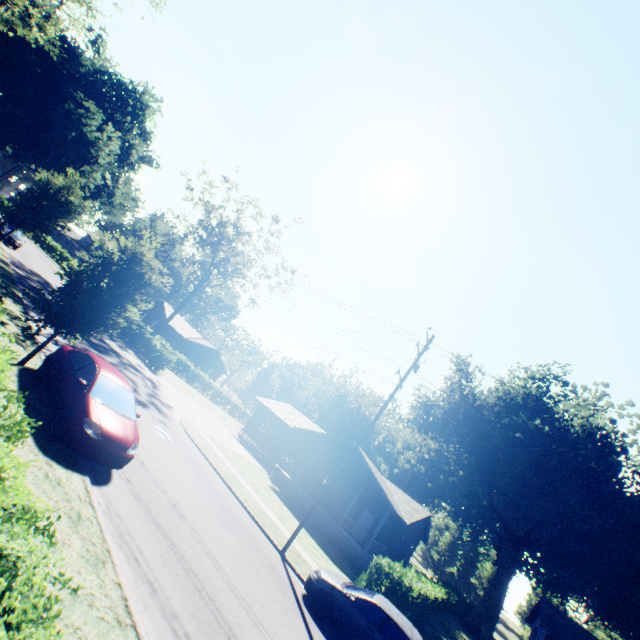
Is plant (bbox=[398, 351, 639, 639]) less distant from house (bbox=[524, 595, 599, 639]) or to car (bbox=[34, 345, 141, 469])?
car (bbox=[34, 345, 141, 469])

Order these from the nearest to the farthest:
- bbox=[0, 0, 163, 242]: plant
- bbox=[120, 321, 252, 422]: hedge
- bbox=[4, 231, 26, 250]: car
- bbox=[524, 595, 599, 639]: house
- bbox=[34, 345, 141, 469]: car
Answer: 1. bbox=[34, 345, 141, 469]: car
2. bbox=[0, 0, 163, 242]: plant
3. bbox=[524, 595, 599, 639]: house
4. bbox=[4, 231, 26, 250]: car
5. bbox=[120, 321, 252, 422]: hedge

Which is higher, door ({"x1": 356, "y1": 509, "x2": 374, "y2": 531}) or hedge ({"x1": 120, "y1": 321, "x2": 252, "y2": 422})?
door ({"x1": 356, "y1": 509, "x2": 374, "y2": 531})

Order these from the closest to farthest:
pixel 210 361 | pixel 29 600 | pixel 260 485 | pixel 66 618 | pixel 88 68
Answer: pixel 29 600 → pixel 66 618 → pixel 260 485 → pixel 88 68 → pixel 210 361

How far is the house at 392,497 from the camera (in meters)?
23.05

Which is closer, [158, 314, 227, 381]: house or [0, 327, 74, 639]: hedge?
[0, 327, 74, 639]: hedge

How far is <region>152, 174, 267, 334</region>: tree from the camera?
37.0m

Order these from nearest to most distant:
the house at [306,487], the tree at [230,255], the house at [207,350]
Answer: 1. the house at [306,487]
2. the tree at [230,255]
3. the house at [207,350]
